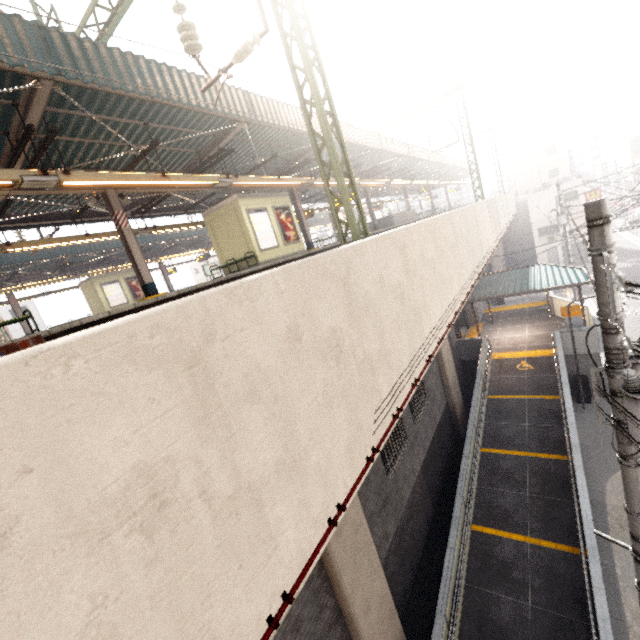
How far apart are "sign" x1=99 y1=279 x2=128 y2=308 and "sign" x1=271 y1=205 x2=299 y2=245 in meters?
15.0 m

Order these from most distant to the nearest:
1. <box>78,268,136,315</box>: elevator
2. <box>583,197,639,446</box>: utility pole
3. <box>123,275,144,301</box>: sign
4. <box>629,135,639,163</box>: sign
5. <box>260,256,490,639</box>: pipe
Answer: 1. <box>629,135,639,163</box>: sign
2. <box>123,275,144,301</box>: sign
3. <box>78,268,136,315</box>: elevator
4. <box>583,197,639,446</box>: utility pole
5. <box>260,256,490,639</box>: pipe

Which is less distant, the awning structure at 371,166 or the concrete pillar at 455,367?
the concrete pillar at 455,367

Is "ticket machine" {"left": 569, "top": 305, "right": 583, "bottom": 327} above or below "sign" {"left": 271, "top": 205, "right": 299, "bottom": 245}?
below

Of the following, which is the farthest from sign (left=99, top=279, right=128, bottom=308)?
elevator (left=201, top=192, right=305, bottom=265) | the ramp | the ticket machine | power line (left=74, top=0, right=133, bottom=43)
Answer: the ticket machine

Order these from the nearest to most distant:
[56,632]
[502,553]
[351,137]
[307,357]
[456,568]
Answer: [56,632] → [307,357] → [456,568] → [502,553] → [351,137]

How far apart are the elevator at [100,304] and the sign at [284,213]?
15.04m

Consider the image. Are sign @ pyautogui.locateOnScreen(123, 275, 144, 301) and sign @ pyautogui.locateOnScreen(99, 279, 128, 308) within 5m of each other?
yes
